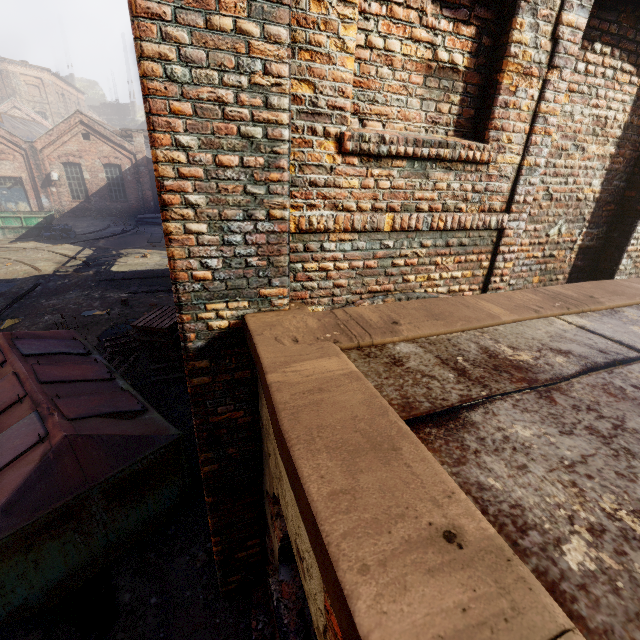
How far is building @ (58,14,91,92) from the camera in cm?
5537

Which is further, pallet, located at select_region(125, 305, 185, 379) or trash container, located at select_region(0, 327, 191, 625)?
pallet, located at select_region(125, 305, 185, 379)

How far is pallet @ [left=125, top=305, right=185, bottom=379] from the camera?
7.16m

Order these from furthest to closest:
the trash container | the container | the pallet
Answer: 1. the container
2. the pallet
3. the trash container

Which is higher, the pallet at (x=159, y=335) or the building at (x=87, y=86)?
the building at (x=87, y=86)

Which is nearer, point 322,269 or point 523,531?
point 523,531

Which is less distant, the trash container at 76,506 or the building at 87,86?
the trash container at 76,506

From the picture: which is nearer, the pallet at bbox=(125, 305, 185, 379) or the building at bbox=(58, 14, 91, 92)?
the pallet at bbox=(125, 305, 185, 379)
